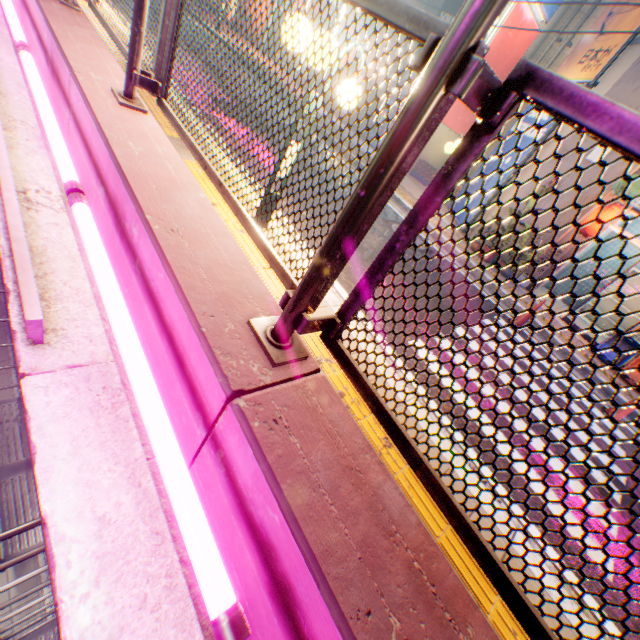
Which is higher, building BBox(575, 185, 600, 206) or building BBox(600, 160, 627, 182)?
building BBox(600, 160, 627, 182)

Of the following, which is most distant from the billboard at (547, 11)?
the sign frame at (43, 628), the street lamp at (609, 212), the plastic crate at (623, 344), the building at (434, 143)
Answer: the sign frame at (43, 628)

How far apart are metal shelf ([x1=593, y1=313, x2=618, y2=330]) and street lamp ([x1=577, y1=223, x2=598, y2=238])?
2.8m

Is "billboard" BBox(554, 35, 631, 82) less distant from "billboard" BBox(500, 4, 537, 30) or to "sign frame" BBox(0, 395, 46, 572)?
"billboard" BBox(500, 4, 537, 30)

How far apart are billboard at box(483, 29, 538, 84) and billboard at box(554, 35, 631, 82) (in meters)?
3.16

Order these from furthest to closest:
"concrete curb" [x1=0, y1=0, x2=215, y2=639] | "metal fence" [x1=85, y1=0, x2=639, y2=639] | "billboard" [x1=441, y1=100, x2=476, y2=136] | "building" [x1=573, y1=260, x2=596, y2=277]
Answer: "billboard" [x1=441, y1=100, x2=476, y2=136] → "building" [x1=573, y1=260, x2=596, y2=277] → "concrete curb" [x1=0, y1=0, x2=215, y2=639] → "metal fence" [x1=85, y1=0, x2=639, y2=639]

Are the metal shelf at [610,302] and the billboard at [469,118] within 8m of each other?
no

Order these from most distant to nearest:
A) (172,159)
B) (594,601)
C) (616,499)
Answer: (616,499) → (594,601) → (172,159)
